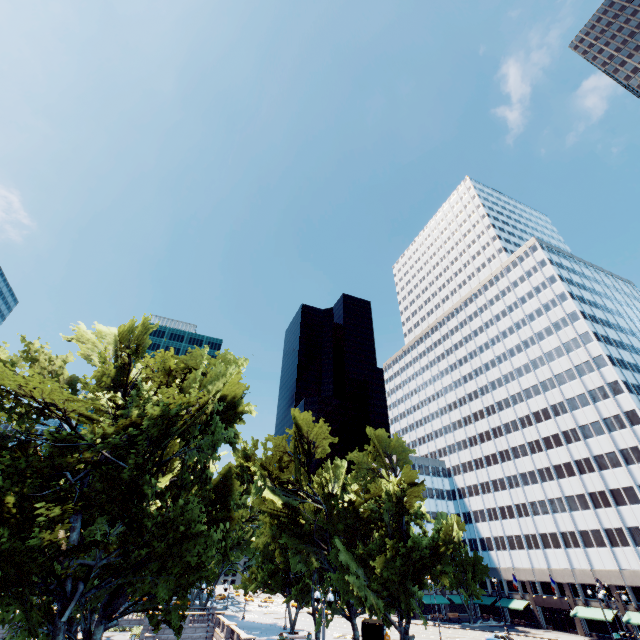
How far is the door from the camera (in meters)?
56.93

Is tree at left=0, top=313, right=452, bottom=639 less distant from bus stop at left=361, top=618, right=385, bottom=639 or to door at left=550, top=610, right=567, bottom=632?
bus stop at left=361, top=618, right=385, bottom=639

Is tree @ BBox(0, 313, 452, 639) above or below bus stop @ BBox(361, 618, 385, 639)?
above

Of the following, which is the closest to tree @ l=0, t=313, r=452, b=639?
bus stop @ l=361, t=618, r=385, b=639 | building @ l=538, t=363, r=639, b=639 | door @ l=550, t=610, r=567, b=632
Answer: building @ l=538, t=363, r=639, b=639

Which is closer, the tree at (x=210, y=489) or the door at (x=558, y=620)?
the tree at (x=210, y=489)

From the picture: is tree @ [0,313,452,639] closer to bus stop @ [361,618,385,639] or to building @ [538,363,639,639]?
building @ [538,363,639,639]

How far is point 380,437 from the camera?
35.0m

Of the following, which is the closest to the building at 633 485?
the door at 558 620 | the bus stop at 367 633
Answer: the door at 558 620
